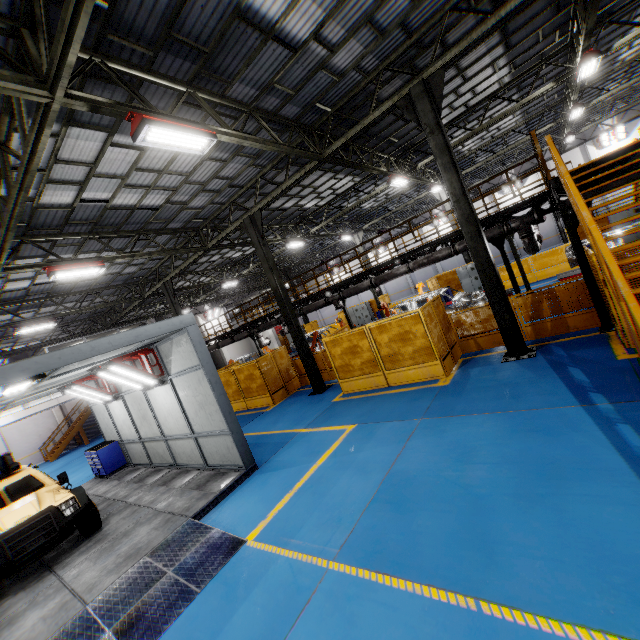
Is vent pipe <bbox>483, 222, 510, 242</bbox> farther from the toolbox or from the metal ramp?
the metal ramp

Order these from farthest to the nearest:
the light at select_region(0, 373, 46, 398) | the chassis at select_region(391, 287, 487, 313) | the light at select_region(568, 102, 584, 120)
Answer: the light at select_region(568, 102, 584, 120)
the chassis at select_region(391, 287, 487, 313)
the light at select_region(0, 373, 46, 398)

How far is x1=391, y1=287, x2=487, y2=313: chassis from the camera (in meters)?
15.15

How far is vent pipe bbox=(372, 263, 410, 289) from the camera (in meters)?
14.60

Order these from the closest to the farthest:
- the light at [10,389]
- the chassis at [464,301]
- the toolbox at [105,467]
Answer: the light at [10,389]
the toolbox at [105,467]
the chassis at [464,301]

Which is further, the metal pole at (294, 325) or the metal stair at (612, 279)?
the metal pole at (294, 325)

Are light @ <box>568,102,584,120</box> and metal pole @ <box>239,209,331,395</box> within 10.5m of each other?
no

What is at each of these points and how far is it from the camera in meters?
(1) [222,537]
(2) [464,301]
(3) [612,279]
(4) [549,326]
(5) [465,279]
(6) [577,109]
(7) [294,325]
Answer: (1) metal ramp, 6.1
(2) chassis, 15.1
(3) metal stair, 4.9
(4) metal panel, 9.5
(5) cabinet, 21.9
(6) light, 16.1
(7) metal pole, 13.5
